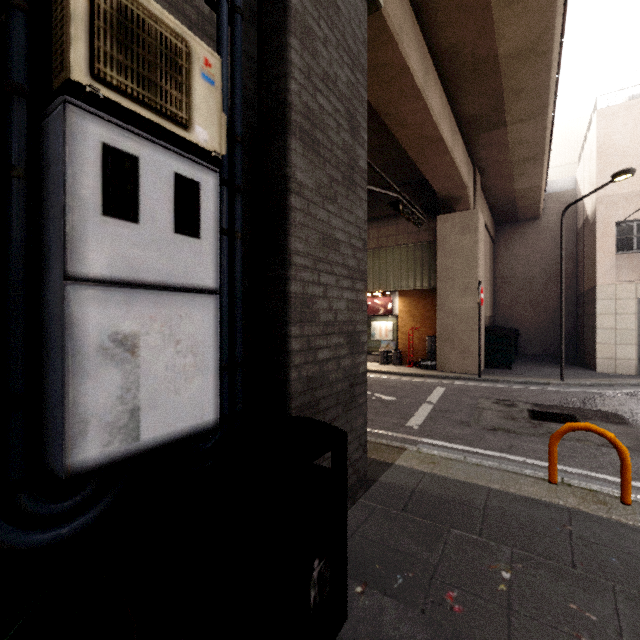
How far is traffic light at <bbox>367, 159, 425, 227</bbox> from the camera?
4.3m

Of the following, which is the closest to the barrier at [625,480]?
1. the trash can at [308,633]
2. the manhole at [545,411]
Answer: the manhole at [545,411]

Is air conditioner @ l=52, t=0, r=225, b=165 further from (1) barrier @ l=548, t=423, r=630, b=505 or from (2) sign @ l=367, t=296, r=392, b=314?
(2) sign @ l=367, t=296, r=392, b=314

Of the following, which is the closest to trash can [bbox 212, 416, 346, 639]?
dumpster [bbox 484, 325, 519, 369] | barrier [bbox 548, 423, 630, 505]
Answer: barrier [bbox 548, 423, 630, 505]

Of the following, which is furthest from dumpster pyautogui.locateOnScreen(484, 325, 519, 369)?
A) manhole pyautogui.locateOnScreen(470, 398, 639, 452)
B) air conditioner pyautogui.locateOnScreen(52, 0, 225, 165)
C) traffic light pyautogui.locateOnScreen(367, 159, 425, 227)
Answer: air conditioner pyautogui.locateOnScreen(52, 0, 225, 165)

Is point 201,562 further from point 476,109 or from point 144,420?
point 476,109

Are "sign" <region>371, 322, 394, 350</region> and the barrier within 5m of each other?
no

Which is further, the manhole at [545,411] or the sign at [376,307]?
the sign at [376,307]
